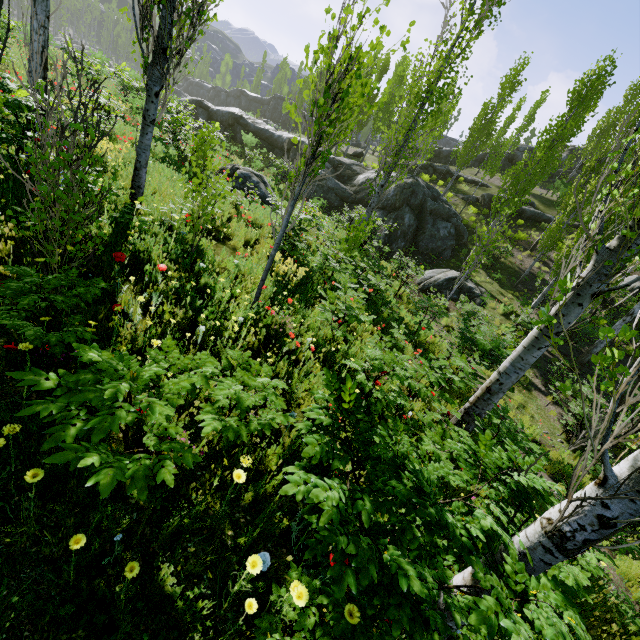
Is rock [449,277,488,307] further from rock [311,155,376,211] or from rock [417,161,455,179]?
rock [417,161,455,179]

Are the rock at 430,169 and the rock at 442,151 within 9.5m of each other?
yes

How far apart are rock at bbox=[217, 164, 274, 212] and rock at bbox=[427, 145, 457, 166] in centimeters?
3035cm

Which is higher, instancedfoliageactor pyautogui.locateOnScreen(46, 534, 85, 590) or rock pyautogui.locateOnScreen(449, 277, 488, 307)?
instancedfoliageactor pyautogui.locateOnScreen(46, 534, 85, 590)

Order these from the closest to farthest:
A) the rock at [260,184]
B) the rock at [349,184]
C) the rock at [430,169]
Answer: the rock at [260,184]
the rock at [349,184]
the rock at [430,169]

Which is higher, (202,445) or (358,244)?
(358,244)

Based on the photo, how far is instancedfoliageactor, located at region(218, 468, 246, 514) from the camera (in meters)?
2.10

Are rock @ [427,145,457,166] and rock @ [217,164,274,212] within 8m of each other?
no
